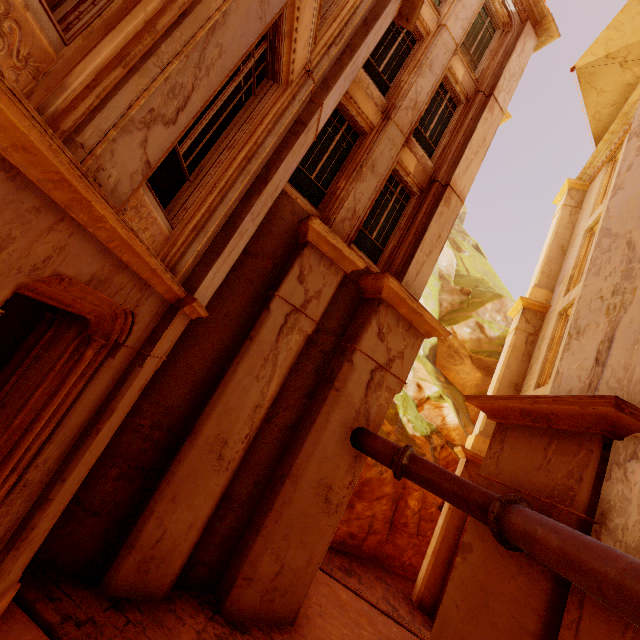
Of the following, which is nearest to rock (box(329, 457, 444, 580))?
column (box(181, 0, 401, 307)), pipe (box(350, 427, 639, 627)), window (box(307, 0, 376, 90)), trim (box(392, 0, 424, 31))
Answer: pipe (box(350, 427, 639, 627))

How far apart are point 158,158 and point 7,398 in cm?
284

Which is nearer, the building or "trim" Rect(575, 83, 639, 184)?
the building

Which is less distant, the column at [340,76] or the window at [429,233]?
the column at [340,76]

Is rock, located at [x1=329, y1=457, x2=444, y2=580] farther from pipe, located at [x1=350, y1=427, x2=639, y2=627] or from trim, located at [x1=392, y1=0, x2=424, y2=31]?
trim, located at [x1=392, y1=0, x2=424, y2=31]

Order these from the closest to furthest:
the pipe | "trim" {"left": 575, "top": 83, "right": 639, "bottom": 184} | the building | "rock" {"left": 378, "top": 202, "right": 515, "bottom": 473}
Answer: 1. the pipe
2. the building
3. "trim" {"left": 575, "top": 83, "right": 639, "bottom": 184}
4. "rock" {"left": 378, "top": 202, "right": 515, "bottom": 473}

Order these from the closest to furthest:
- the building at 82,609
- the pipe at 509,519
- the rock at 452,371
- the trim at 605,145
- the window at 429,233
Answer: the pipe at 509,519, the building at 82,609, the window at 429,233, the trim at 605,145, the rock at 452,371

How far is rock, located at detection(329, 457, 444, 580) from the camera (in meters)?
12.51
